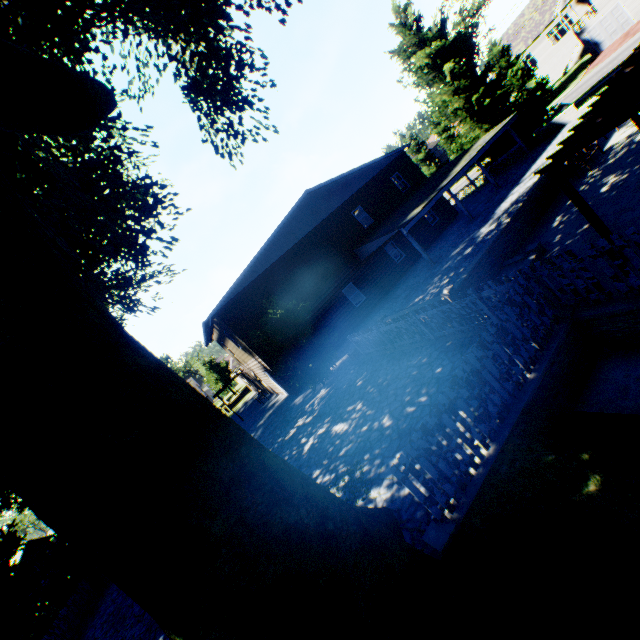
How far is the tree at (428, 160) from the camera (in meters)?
54.00

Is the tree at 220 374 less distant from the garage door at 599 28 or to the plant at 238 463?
the plant at 238 463

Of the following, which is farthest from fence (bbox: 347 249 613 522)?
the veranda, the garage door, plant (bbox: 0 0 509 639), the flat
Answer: the garage door

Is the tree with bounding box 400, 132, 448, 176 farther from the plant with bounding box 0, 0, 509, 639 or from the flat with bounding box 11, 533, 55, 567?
the flat with bounding box 11, 533, 55, 567

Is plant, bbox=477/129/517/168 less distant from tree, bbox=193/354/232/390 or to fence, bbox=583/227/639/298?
fence, bbox=583/227/639/298

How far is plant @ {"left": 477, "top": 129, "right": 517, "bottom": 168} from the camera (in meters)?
25.17

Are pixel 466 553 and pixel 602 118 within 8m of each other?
no
